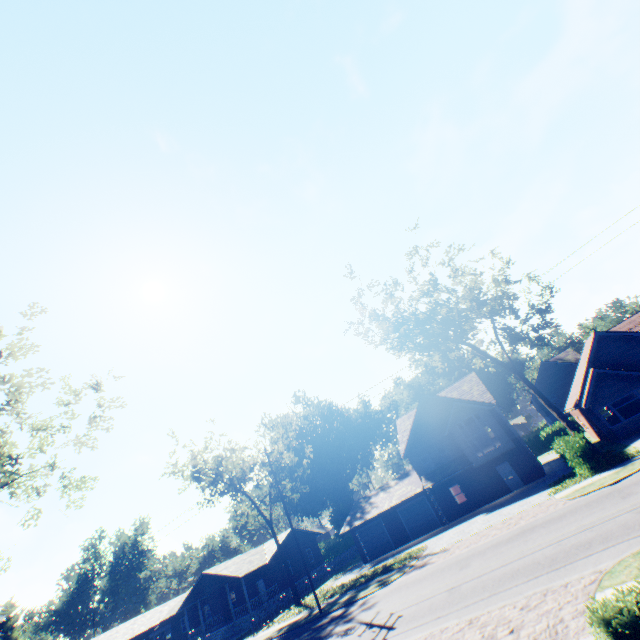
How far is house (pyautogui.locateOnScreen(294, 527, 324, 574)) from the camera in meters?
43.7

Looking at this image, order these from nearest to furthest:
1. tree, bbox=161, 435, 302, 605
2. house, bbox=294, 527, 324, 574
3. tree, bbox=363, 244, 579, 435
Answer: tree, bbox=363, 244, 579, 435 < tree, bbox=161, 435, 302, 605 < house, bbox=294, 527, 324, 574

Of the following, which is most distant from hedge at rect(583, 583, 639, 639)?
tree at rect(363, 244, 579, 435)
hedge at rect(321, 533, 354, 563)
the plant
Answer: hedge at rect(321, 533, 354, 563)

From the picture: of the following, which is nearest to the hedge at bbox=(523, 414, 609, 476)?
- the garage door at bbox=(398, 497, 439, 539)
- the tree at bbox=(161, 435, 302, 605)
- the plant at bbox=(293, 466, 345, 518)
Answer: the plant at bbox=(293, 466, 345, 518)

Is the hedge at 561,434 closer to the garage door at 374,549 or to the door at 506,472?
the door at 506,472

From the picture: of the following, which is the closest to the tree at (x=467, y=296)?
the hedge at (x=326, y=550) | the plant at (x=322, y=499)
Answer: the plant at (x=322, y=499)

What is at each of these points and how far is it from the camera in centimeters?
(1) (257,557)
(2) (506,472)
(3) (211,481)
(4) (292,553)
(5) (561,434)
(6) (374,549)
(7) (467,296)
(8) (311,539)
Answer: (1) house, 4009cm
(2) door, 2952cm
(3) tree, 3625cm
(4) house, 4244cm
(5) hedge, 2423cm
(6) garage door, 3359cm
(7) tree, 2453cm
(8) house, 4662cm

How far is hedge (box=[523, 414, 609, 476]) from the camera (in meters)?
19.47
